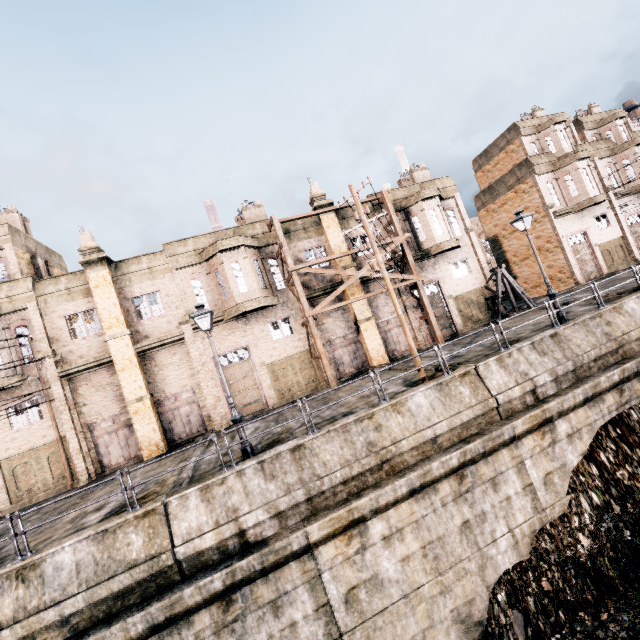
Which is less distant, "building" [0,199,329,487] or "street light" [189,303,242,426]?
"street light" [189,303,242,426]

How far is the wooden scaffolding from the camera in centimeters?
2217cm

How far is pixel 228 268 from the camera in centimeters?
2058cm

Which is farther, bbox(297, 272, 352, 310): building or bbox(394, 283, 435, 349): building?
bbox(394, 283, 435, 349): building

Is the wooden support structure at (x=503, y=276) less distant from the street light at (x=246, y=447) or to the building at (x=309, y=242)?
the building at (x=309, y=242)

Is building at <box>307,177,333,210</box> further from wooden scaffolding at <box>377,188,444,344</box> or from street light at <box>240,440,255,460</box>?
street light at <box>240,440,255,460</box>

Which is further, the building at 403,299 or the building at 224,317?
the building at 403,299
